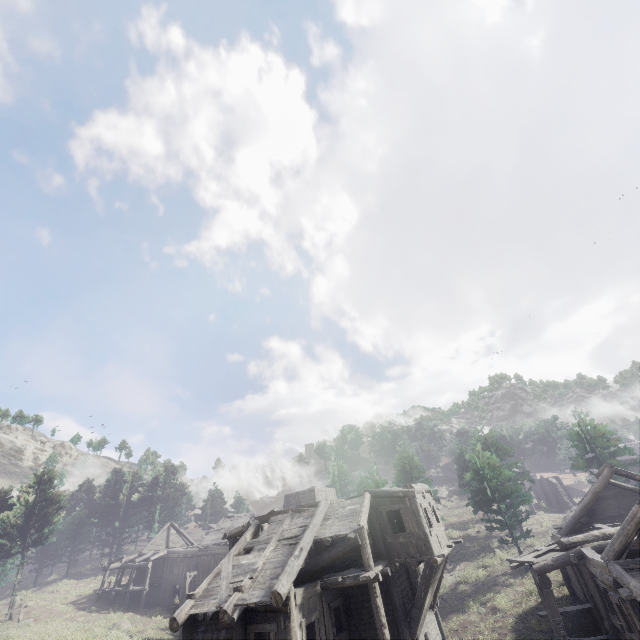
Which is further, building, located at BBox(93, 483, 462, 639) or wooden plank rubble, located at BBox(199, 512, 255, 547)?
wooden plank rubble, located at BBox(199, 512, 255, 547)

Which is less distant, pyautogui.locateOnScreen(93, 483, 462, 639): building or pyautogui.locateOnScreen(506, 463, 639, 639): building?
pyautogui.locateOnScreen(506, 463, 639, 639): building

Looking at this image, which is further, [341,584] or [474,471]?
[474,471]

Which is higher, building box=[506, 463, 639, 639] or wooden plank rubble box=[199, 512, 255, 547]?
wooden plank rubble box=[199, 512, 255, 547]

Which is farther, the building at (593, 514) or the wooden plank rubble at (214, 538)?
the wooden plank rubble at (214, 538)

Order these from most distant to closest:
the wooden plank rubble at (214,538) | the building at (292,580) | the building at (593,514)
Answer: the wooden plank rubble at (214,538), the building at (292,580), the building at (593,514)

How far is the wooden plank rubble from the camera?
38.2 meters
